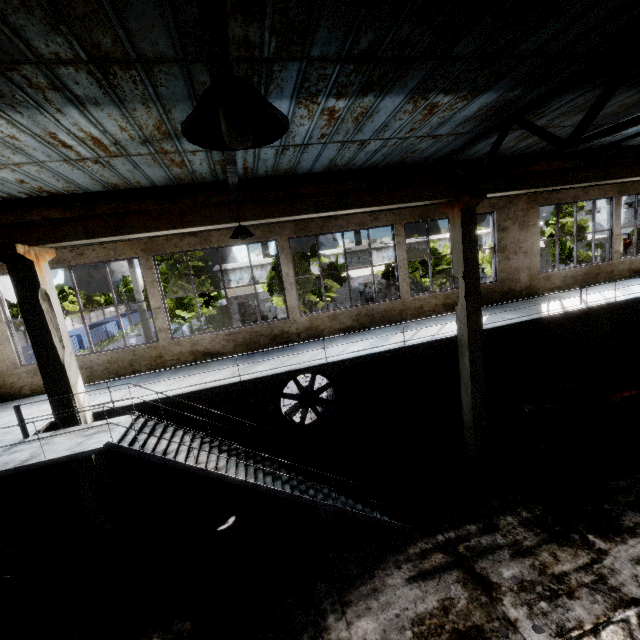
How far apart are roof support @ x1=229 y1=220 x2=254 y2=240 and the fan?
6.1m

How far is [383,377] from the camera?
11.2m

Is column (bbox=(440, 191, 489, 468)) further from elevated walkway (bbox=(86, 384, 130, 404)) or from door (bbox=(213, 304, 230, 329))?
door (bbox=(213, 304, 230, 329))

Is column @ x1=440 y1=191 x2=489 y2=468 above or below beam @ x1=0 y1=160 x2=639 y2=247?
below

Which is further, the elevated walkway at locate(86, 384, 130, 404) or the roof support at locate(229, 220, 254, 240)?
the elevated walkway at locate(86, 384, 130, 404)

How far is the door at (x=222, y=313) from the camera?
35.0m

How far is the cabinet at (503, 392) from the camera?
12.6 meters

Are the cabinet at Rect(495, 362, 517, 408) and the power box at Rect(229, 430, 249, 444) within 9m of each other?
no
